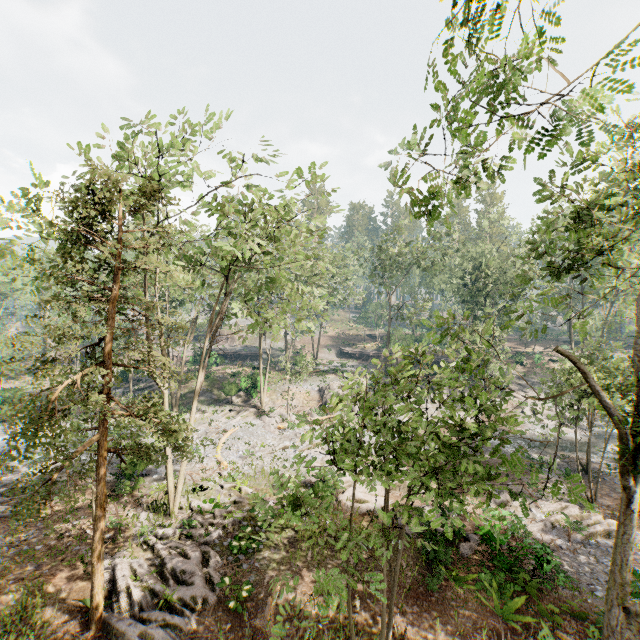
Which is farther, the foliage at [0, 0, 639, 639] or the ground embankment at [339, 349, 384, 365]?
the ground embankment at [339, 349, 384, 365]

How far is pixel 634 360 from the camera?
6.57m

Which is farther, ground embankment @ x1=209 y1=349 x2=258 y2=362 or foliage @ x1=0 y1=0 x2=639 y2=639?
ground embankment @ x1=209 y1=349 x2=258 y2=362

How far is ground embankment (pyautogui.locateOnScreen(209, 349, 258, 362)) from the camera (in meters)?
48.41

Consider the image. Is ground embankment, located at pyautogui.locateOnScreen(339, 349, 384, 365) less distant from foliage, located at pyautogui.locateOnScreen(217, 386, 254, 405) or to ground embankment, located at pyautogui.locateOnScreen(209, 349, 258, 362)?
ground embankment, located at pyautogui.locateOnScreen(209, 349, 258, 362)

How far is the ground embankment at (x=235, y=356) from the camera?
48.4 meters

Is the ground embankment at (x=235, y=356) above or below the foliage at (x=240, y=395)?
above

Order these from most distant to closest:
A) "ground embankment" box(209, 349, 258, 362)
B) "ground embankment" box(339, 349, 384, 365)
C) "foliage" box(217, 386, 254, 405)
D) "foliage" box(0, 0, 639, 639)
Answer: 1. "ground embankment" box(339, 349, 384, 365)
2. "ground embankment" box(209, 349, 258, 362)
3. "foliage" box(217, 386, 254, 405)
4. "foliage" box(0, 0, 639, 639)
